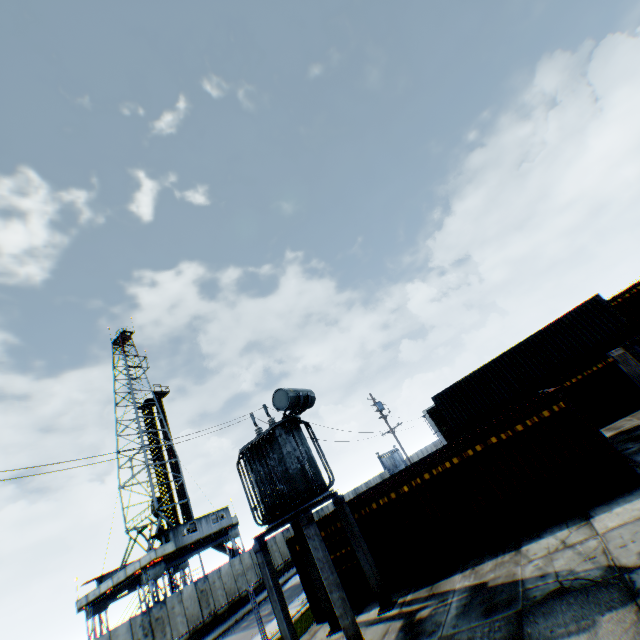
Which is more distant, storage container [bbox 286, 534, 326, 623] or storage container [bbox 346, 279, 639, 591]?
storage container [bbox 286, 534, 326, 623]

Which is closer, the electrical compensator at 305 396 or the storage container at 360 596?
the electrical compensator at 305 396

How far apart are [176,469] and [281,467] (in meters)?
34.50

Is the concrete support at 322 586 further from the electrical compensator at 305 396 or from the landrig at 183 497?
the landrig at 183 497

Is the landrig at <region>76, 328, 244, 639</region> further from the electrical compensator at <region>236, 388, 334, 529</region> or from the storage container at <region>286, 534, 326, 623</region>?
the electrical compensator at <region>236, 388, 334, 529</region>

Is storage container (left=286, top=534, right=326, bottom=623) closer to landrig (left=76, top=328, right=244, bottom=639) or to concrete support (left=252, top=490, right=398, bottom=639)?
concrete support (left=252, top=490, right=398, bottom=639)

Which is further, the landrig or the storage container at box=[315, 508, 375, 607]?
the landrig

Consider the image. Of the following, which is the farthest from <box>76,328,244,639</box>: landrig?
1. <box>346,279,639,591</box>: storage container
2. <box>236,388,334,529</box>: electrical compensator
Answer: <box>236,388,334,529</box>: electrical compensator
